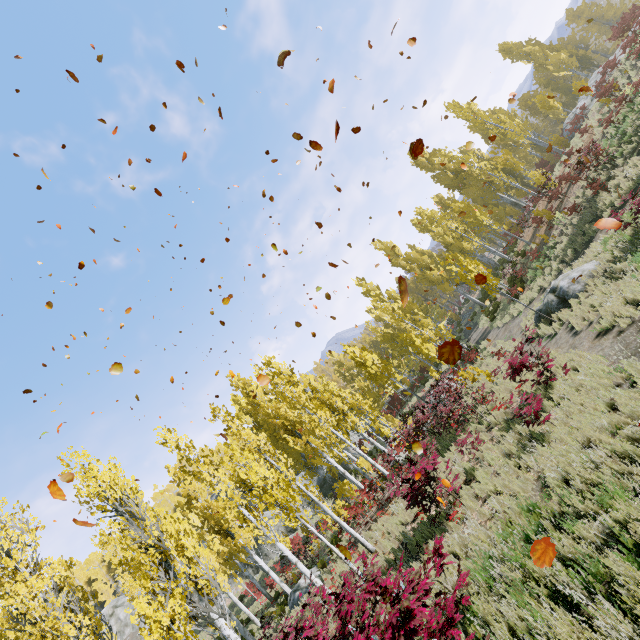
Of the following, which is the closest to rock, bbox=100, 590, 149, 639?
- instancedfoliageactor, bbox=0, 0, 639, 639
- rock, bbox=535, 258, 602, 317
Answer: instancedfoliageactor, bbox=0, 0, 639, 639

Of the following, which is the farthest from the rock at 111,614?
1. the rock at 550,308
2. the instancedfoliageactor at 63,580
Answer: the rock at 550,308

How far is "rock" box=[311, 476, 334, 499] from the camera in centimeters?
3559cm

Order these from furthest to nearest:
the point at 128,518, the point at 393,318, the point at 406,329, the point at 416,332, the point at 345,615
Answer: the point at 406,329, the point at 416,332, the point at 393,318, the point at 128,518, the point at 345,615

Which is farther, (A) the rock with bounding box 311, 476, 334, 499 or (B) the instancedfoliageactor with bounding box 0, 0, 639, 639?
(A) the rock with bounding box 311, 476, 334, 499

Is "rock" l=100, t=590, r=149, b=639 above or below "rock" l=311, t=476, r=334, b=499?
above
